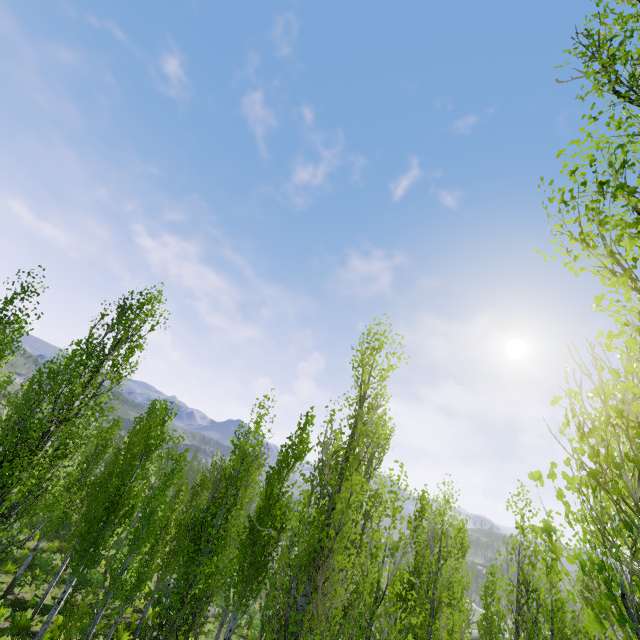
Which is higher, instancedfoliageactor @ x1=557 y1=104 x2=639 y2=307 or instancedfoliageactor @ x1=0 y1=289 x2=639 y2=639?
instancedfoliageactor @ x1=557 y1=104 x2=639 y2=307

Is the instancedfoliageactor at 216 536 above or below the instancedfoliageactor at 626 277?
below

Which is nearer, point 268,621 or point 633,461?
point 633,461
